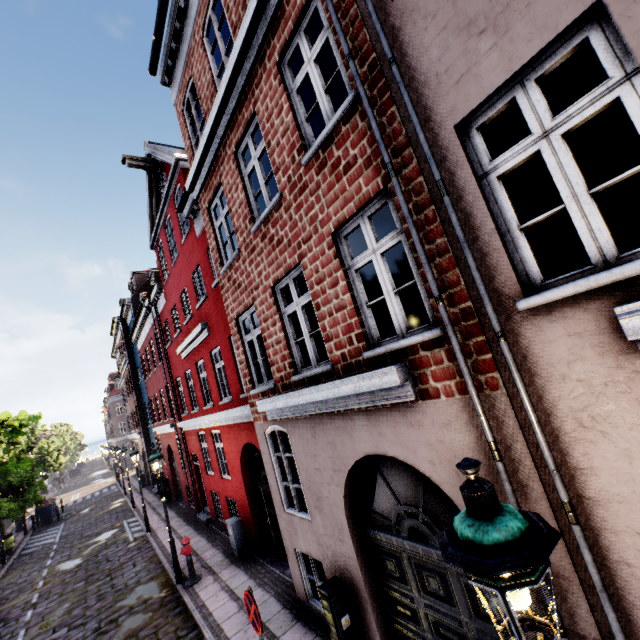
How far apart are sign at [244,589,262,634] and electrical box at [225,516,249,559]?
5.7 meters

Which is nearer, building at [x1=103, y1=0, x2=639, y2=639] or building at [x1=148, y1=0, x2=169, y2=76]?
building at [x1=103, y1=0, x2=639, y2=639]

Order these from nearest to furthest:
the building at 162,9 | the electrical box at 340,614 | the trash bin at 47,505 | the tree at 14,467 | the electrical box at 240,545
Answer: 1. the electrical box at 340,614
2. the building at 162,9
3. the electrical box at 240,545
4. the tree at 14,467
5. the trash bin at 47,505

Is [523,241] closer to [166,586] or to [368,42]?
[368,42]

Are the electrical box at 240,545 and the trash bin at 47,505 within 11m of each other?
no

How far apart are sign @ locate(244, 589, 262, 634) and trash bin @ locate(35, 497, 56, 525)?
28.9 meters

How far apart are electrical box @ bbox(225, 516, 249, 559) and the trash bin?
23.31m

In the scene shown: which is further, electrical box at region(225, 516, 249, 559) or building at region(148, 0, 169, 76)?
electrical box at region(225, 516, 249, 559)
